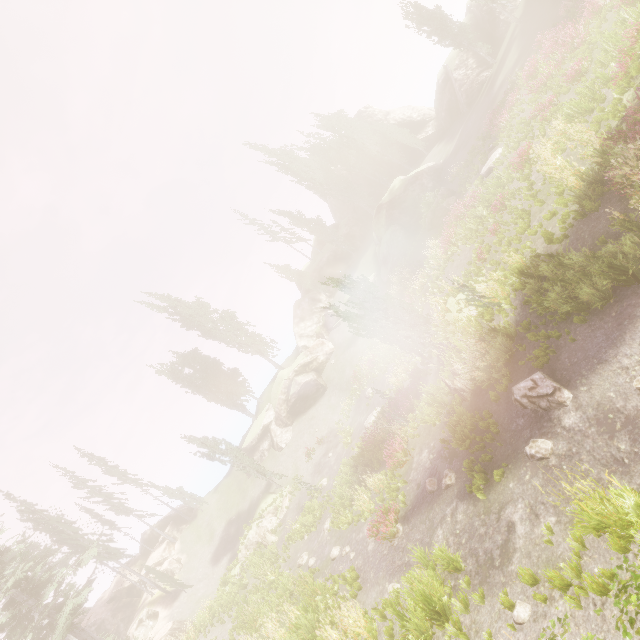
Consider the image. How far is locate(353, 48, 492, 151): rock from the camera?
33.38m

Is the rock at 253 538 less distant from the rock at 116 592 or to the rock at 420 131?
the rock at 420 131

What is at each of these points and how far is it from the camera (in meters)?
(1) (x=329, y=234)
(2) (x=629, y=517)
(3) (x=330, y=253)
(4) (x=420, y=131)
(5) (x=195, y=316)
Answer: (1) instancedfoliageactor, 47.72
(2) instancedfoliageactor, 5.39
(3) rock, 48.12
(4) rock, 45.41
(5) instancedfoliageactor, 45.16

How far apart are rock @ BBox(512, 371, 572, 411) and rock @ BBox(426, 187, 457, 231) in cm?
1987

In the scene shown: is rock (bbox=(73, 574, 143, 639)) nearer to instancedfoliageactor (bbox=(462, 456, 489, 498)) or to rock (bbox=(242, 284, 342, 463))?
Answer: instancedfoliageactor (bbox=(462, 456, 489, 498))

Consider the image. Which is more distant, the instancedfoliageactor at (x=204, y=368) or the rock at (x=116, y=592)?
the instancedfoliageactor at (x=204, y=368)

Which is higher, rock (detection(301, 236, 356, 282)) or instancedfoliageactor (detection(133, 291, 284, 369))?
instancedfoliageactor (detection(133, 291, 284, 369))

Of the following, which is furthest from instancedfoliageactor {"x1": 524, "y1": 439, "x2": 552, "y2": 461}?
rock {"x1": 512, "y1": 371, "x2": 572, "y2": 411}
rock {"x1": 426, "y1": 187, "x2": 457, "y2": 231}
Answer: rock {"x1": 426, "y1": 187, "x2": 457, "y2": 231}
